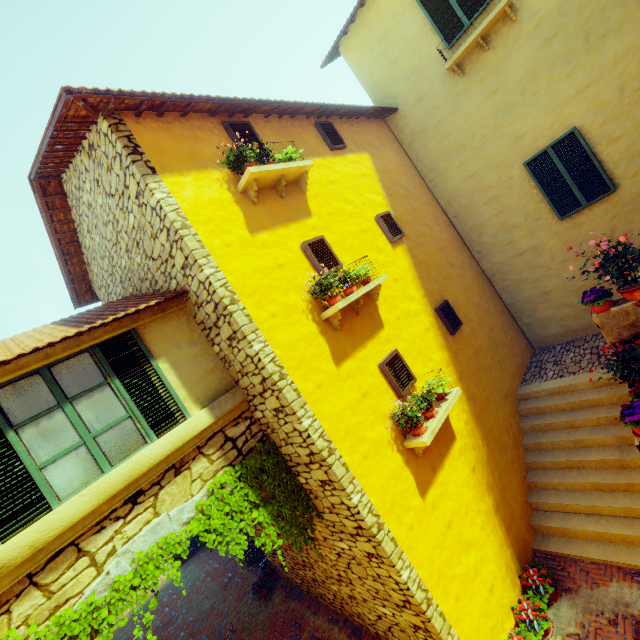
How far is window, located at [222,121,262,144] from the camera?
5.6 meters

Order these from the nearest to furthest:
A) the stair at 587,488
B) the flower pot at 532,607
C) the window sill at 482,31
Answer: the flower pot at 532,607
the stair at 587,488
the window sill at 482,31

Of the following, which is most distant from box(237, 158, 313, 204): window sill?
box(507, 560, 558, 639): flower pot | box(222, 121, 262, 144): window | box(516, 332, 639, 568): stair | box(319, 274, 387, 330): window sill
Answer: box(507, 560, 558, 639): flower pot

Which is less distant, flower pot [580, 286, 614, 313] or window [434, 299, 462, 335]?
flower pot [580, 286, 614, 313]

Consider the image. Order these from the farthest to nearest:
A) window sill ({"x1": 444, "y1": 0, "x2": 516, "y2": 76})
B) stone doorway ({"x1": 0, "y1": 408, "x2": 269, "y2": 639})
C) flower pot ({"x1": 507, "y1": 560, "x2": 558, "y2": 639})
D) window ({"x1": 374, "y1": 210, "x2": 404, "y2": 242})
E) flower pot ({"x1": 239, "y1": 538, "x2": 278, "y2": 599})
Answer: flower pot ({"x1": 239, "y1": 538, "x2": 278, "y2": 599})
window ({"x1": 374, "y1": 210, "x2": 404, "y2": 242})
window sill ({"x1": 444, "y1": 0, "x2": 516, "y2": 76})
flower pot ({"x1": 507, "y1": 560, "x2": 558, "y2": 639})
stone doorway ({"x1": 0, "y1": 408, "x2": 269, "y2": 639})

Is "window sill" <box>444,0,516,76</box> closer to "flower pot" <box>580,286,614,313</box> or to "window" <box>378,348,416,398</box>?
"flower pot" <box>580,286,614,313</box>

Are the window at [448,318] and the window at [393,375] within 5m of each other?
yes

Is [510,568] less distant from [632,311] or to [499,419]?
[499,419]
